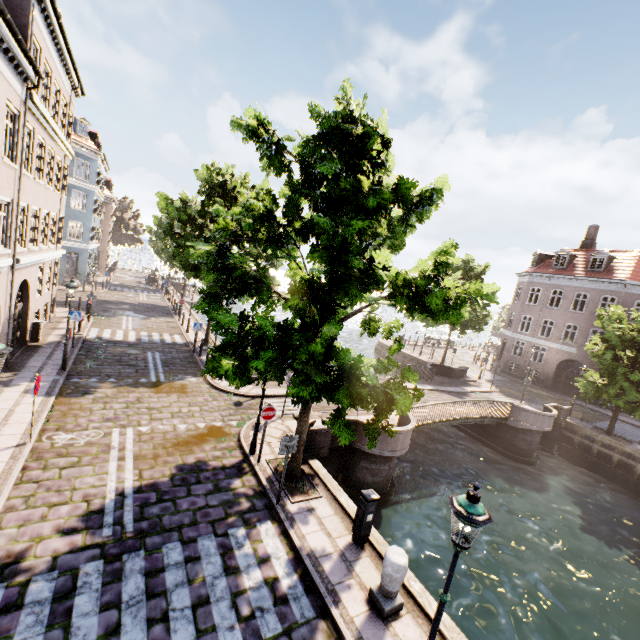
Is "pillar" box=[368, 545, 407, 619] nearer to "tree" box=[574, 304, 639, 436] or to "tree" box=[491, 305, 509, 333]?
"tree" box=[574, 304, 639, 436]

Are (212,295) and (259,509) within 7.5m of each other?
yes

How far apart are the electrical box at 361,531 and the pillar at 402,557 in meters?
1.0

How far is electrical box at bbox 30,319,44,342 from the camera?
15.9m

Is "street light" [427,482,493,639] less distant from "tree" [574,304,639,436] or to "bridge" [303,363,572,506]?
"tree" [574,304,639,436]

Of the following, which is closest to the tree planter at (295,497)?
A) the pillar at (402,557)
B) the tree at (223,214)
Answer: the tree at (223,214)

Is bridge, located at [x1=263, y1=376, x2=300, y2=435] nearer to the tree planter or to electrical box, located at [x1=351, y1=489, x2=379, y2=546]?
the tree planter

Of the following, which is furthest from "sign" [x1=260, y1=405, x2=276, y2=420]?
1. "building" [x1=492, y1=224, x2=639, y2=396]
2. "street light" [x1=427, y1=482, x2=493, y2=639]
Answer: "building" [x1=492, y1=224, x2=639, y2=396]
